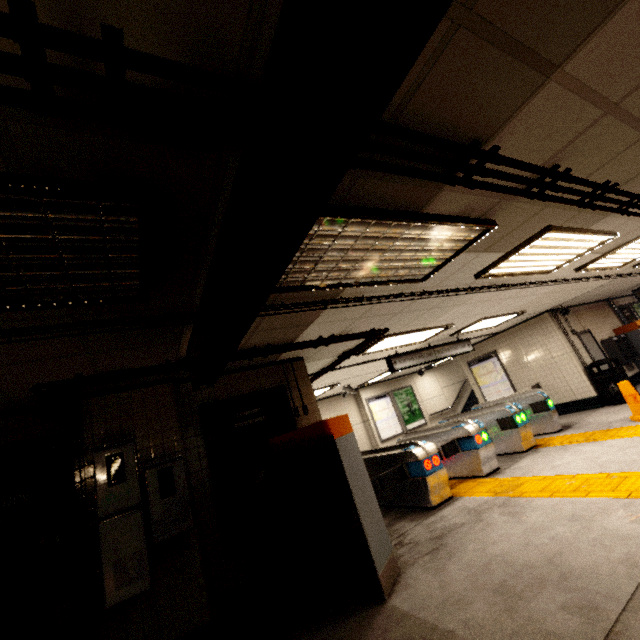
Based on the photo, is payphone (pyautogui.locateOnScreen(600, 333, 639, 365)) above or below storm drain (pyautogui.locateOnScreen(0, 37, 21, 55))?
below

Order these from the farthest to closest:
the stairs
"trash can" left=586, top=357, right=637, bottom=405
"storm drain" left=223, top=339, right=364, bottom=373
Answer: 1. the stairs
2. "trash can" left=586, top=357, right=637, bottom=405
3. "storm drain" left=223, top=339, right=364, bottom=373

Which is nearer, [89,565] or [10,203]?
[10,203]

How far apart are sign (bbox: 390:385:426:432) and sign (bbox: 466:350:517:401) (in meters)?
3.00

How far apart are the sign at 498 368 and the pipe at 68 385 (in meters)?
7.08

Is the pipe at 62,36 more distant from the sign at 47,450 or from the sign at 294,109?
the sign at 47,450

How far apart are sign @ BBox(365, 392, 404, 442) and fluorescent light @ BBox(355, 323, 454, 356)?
6.16m

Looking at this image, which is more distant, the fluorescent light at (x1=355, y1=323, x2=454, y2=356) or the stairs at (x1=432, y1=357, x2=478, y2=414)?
the stairs at (x1=432, y1=357, x2=478, y2=414)
